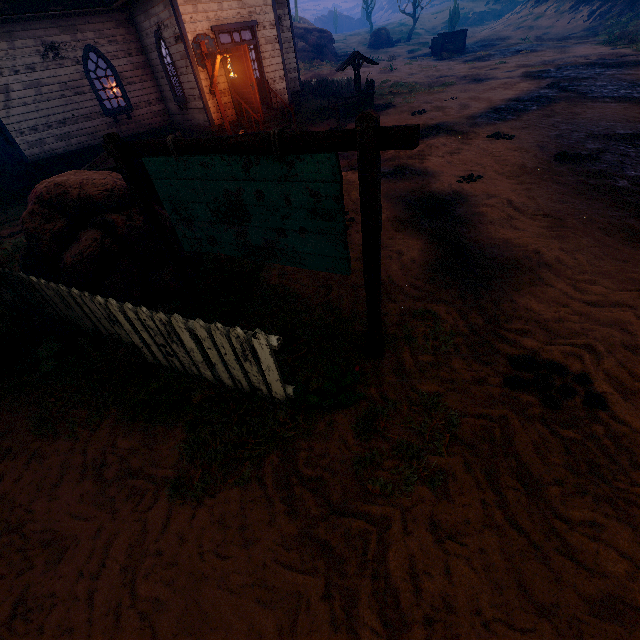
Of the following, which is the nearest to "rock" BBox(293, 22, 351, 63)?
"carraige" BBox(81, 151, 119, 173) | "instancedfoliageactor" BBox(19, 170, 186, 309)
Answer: "carraige" BBox(81, 151, 119, 173)

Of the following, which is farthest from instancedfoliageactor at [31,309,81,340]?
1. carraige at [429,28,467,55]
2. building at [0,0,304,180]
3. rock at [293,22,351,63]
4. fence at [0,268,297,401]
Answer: carraige at [429,28,467,55]

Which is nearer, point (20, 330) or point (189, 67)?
point (20, 330)

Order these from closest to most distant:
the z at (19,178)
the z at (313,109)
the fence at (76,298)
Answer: the fence at (76,298) → the z at (19,178) → the z at (313,109)

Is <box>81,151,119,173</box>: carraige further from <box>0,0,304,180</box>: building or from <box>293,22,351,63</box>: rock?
<box>293,22,351,63</box>: rock

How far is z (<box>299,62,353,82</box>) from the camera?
26.03m

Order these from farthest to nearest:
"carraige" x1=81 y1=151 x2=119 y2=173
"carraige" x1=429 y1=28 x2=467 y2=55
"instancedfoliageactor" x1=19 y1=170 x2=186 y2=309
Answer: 1. "carraige" x1=429 y1=28 x2=467 y2=55
2. "carraige" x1=81 y1=151 x2=119 y2=173
3. "instancedfoliageactor" x1=19 y1=170 x2=186 y2=309

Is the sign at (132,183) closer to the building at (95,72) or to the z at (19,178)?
the z at (19,178)
